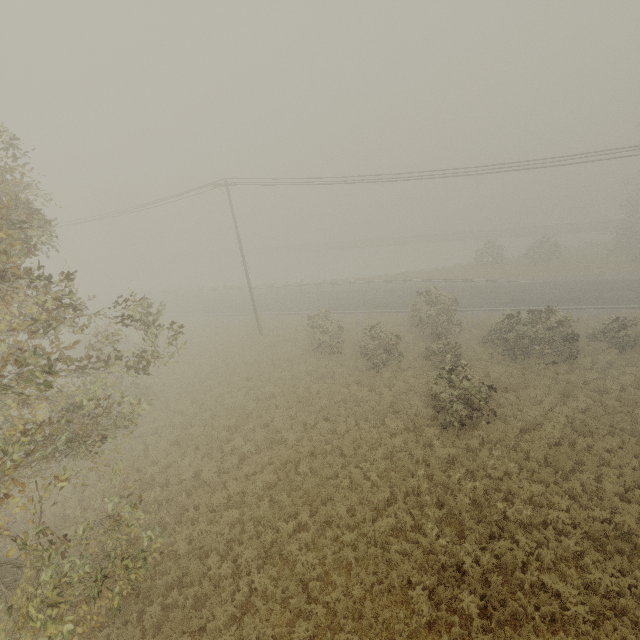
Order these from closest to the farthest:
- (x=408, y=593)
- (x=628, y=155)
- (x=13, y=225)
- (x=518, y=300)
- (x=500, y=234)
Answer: (x=13, y=225)
(x=408, y=593)
(x=628, y=155)
(x=518, y=300)
(x=500, y=234)
